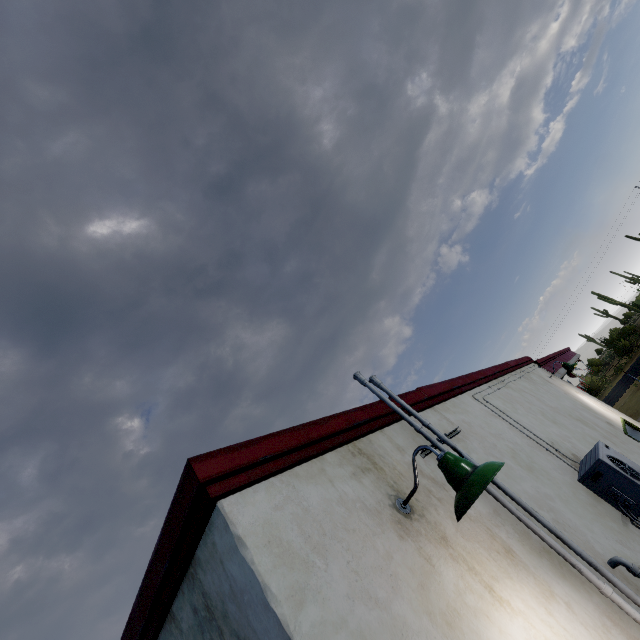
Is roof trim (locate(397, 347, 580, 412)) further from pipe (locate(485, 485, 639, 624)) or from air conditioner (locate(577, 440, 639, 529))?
air conditioner (locate(577, 440, 639, 529))

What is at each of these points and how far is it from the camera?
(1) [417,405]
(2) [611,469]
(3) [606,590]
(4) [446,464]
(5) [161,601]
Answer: (1) roof trim, 3.7 meters
(2) air conditioner, 3.5 meters
(3) pipe, 2.2 meters
(4) street light, 2.0 meters
(5) roof trim, 2.0 meters

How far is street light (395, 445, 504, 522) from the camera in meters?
1.8

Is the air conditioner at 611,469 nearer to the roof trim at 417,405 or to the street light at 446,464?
the roof trim at 417,405

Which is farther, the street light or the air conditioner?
the air conditioner

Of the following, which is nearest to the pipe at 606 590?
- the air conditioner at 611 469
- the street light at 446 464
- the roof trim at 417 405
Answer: the roof trim at 417 405

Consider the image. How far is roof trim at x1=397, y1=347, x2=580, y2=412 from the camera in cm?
381

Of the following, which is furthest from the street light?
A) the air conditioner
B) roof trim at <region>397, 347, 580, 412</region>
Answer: the air conditioner
